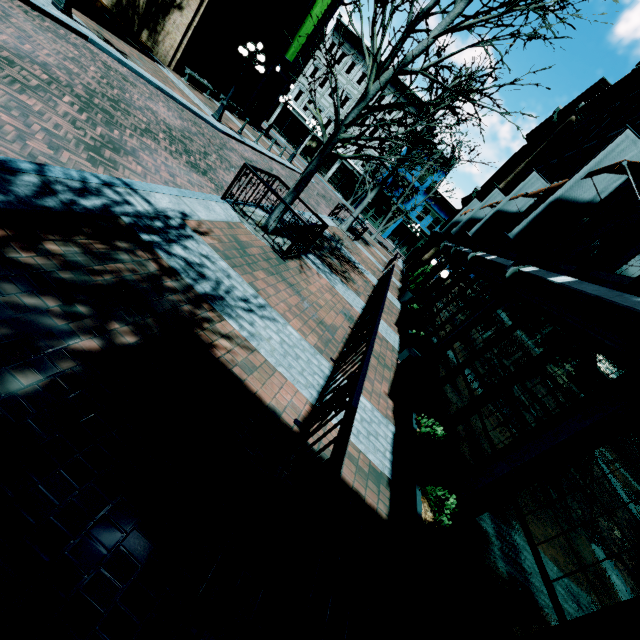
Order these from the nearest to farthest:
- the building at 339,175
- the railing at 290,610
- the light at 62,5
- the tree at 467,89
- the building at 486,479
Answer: the railing at 290,610
the building at 486,479
the tree at 467,89
the light at 62,5
the building at 339,175

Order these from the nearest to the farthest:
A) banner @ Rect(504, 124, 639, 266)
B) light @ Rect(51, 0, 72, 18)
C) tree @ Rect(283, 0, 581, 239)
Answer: tree @ Rect(283, 0, 581, 239) < banner @ Rect(504, 124, 639, 266) < light @ Rect(51, 0, 72, 18)

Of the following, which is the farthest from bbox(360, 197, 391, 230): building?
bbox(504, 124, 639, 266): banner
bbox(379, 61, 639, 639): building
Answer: bbox(504, 124, 639, 266): banner

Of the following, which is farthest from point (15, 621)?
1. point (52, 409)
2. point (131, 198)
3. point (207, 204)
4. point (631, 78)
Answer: point (631, 78)

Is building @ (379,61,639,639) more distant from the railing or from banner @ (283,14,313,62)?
the railing

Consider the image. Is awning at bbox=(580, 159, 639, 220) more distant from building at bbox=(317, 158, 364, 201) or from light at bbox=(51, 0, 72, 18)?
building at bbox=(317, 158, 364, 201)

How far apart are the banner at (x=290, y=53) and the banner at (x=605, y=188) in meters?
22.0 m

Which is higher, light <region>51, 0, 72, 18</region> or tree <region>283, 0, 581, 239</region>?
tree <region>283, 0, 581, 239</region>
